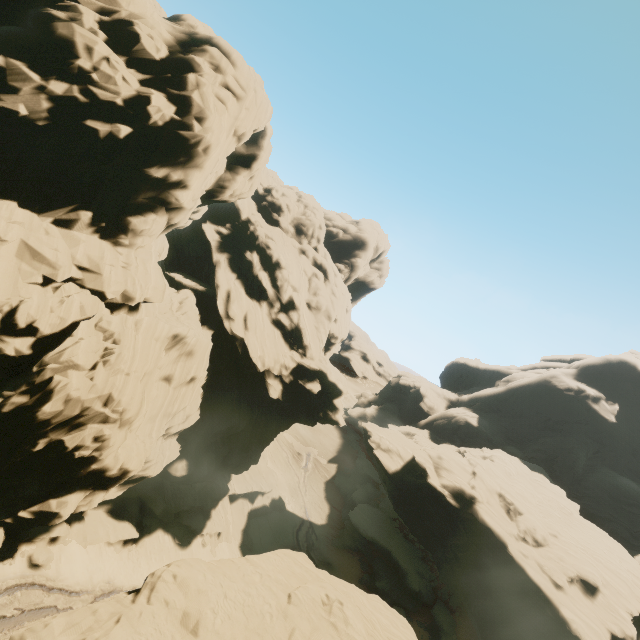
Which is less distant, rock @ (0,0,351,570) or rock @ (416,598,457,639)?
rock @ (0,0,351,570)

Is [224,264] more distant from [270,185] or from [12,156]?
[12,156]

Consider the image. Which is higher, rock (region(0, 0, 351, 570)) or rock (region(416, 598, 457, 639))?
rock (region(0, 0, 351, 570))

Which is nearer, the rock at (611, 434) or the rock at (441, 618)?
the rock at (611, 434)
